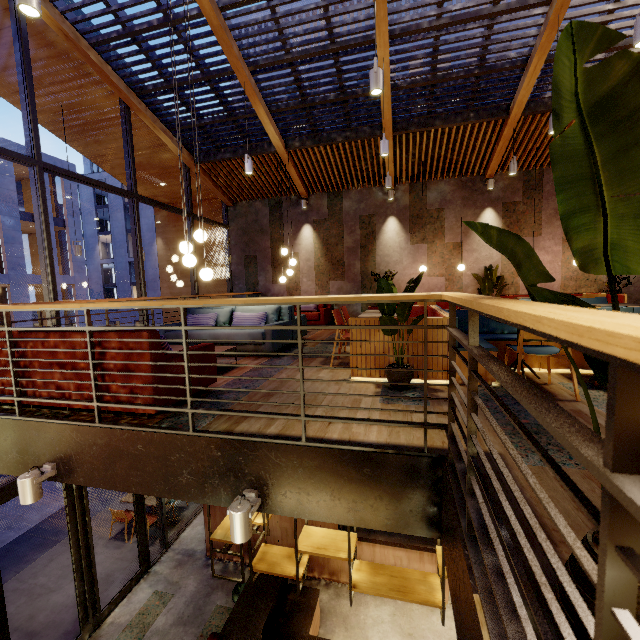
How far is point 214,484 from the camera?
2.69m

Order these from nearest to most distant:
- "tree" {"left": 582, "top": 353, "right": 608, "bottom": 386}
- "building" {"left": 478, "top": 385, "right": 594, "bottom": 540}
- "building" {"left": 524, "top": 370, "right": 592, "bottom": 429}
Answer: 1. "tree" {"left": 582, "top": 353, "right": 608, "bottom": 386}
2. "building" {"left": 478, "top": 385, "right": 594, "bottom": 540}
3. "building" {"left": 524, "top": 370, "right": 592, "bottom": 429}

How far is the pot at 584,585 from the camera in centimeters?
91cm

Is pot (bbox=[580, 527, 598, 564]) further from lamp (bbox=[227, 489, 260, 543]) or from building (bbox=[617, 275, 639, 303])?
lamp (bbox=[227, 489, 260, 543])

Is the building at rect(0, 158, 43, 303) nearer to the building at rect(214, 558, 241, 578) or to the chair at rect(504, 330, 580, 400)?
the building at rect(214, 558, 241, 578)

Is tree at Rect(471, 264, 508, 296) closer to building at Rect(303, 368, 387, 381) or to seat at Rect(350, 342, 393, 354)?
building at Rect(303, 368, 387, 381)

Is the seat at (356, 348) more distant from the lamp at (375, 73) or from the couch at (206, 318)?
the lamp at (375, 73)

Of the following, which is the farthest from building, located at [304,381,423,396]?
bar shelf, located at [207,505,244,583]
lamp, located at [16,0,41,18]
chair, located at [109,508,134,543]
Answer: lamp, located at [16,0,41,18]
